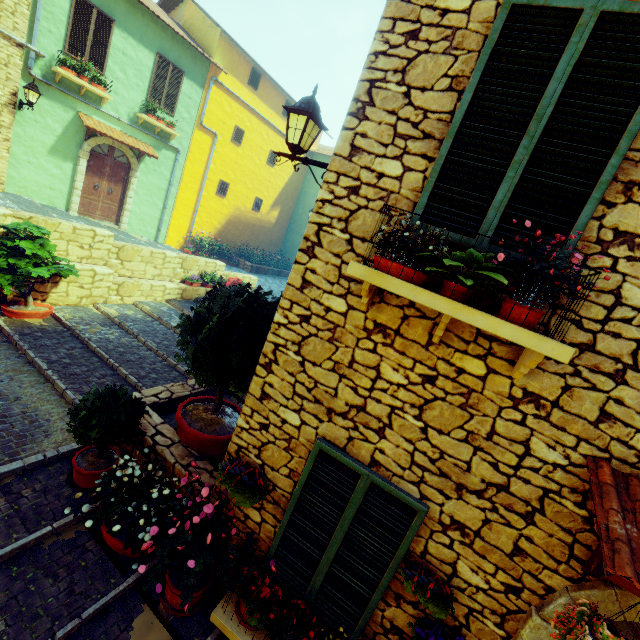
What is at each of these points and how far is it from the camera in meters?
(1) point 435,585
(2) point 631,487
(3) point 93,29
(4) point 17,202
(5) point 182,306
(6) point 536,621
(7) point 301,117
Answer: (1) flower pot, 2.6
(2) door eaves, 2.1
(3) window, 9.9
(4) stair, 9.1
(5) stair, 9.9
(6) stone doorway, 2.4
(7) street light, 3.3

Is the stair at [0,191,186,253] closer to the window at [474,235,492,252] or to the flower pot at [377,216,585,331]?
the window at [474,235,492,252]

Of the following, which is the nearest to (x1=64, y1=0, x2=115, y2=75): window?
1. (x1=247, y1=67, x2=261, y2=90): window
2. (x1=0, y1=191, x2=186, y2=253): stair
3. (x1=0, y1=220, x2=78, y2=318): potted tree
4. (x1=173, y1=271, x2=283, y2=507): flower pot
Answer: (x1=0, y1=191, x2=186, y2=253): stair

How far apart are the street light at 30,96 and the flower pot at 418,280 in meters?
12.2

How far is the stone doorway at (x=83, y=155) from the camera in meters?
11.0 m

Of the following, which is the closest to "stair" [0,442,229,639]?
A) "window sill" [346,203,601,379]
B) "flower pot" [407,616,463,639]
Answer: "flower pot" [407,616,463,639]

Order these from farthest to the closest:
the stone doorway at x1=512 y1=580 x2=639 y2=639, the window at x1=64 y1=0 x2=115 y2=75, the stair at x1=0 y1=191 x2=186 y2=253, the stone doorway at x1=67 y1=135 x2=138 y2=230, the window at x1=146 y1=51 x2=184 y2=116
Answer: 1. the window at x1=146 y1=51 x2=184 y2=116
2. the stone doorway at x1=67 y1=135 x2=138 y2=230
3. the window at x1=64 y1=0 x2=115 y2=75
4. the stair at x1=0 y1=191 x2=186 y2=253
5. the stone doorway at x1=512 y1=580 x2=639 y2=639

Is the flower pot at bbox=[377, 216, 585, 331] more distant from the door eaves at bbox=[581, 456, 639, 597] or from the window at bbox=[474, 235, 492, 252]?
the door eaves at bbox=[581, 456, 639, 597]
